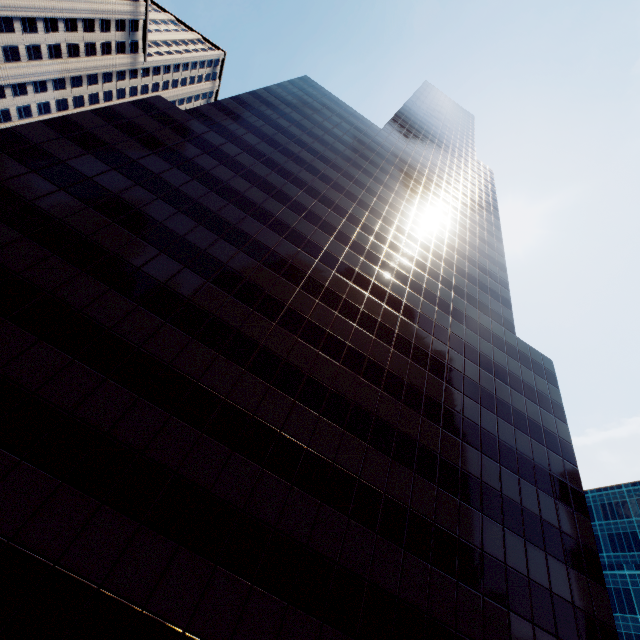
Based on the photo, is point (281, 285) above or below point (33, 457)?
above

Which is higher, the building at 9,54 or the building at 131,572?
the building at 9,54

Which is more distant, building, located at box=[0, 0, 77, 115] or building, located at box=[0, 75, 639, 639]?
building, located at box=[0, 0, 77, 115]

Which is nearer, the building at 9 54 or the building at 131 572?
the building at 131 572

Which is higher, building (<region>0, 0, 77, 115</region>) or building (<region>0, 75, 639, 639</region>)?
building (<region>0, 0, 77, 115</region>)
